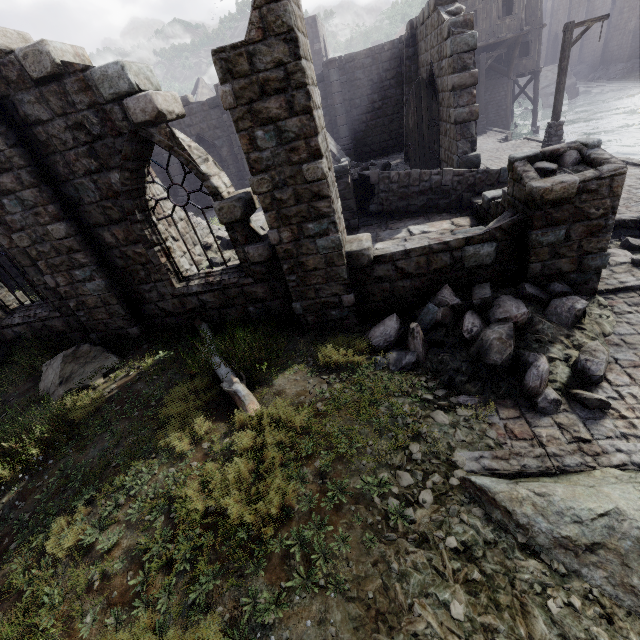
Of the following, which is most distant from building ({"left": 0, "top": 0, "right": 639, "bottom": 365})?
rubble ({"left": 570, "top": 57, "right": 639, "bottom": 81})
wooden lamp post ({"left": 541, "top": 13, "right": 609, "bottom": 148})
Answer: wooden lamp post ({"left": 541, "top": 13, "right": 609, "bottom": 148})

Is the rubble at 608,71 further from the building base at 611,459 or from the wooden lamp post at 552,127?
the wooden lamp post at 552,127

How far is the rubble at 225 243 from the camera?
11.5 meters

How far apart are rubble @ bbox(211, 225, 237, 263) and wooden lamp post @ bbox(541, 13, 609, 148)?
14.5 meters

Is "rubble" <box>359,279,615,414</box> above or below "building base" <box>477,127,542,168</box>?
above

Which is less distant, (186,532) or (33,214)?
(186,532)

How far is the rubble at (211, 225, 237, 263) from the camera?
11.5m
